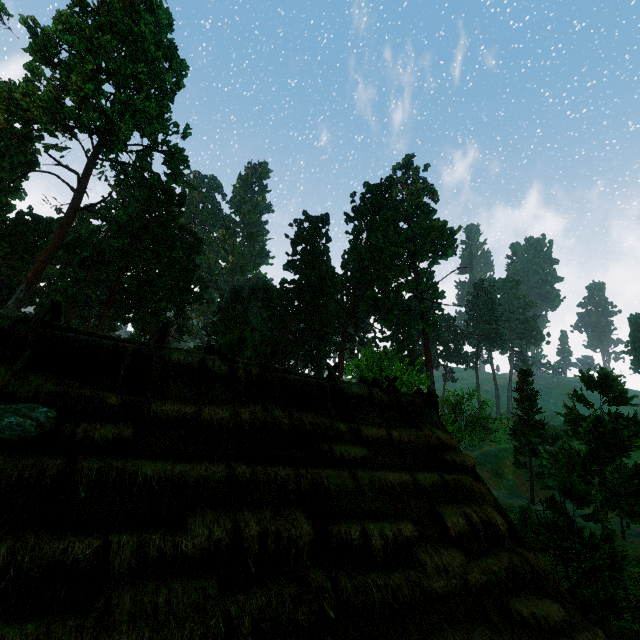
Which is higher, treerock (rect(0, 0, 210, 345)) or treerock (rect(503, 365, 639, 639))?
treerock (rect(0, 0, 210, 345))

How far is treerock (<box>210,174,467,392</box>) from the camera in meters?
41.9

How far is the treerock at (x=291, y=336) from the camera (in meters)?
41.94

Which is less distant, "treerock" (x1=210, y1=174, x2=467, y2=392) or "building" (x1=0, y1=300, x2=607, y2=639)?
"building" (x1=0, y1=300, x2=607, y2=639)

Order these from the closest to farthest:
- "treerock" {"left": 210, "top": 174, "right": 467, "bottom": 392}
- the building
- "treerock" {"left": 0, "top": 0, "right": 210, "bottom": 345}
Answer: the building
"treerock" {"left": 0, "top": 0, "right": 210, "bottom": 345}
"treerock" {"left": 210, "top": 174, "right": 467, "bottom": 392}

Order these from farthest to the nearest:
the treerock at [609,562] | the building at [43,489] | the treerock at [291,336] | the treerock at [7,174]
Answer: the treerock at [291,336], the treerock at [7,174], the treerock at [609,562], the building at [43,489]

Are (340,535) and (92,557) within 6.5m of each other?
yes
